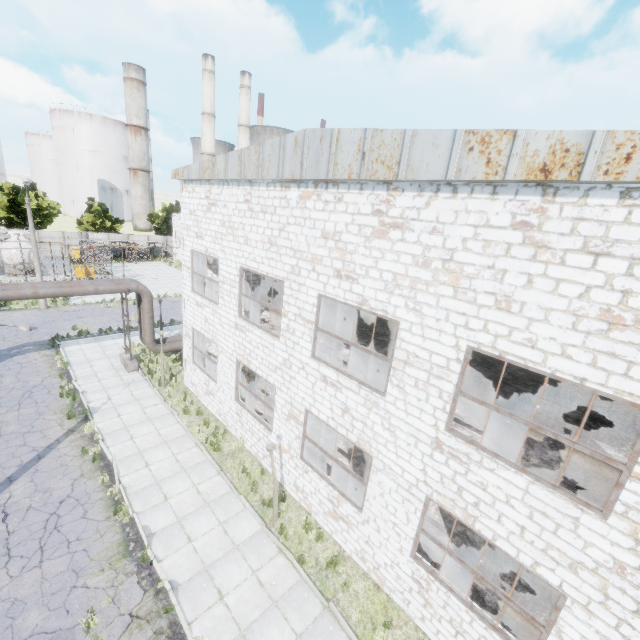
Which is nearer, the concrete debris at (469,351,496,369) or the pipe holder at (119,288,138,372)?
the concrete debris at (469,351,496,369)

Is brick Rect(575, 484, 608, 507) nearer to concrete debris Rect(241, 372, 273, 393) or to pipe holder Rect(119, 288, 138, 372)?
concrete debris Rect(241, 372, 273, 393)

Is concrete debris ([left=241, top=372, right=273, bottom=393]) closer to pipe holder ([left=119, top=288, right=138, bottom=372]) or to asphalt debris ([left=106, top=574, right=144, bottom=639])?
pipe holder ([left=119, top=288, right=138, bottom=372])

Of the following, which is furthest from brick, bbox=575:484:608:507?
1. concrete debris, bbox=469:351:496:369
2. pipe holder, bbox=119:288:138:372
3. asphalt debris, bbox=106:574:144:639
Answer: pipe holder, bbox=119:288:138:372

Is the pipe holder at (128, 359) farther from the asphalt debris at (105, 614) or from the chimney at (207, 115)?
the chimney at (207, 115)

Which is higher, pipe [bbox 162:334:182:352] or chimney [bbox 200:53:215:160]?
chimney [bbox 200:53:215:160]

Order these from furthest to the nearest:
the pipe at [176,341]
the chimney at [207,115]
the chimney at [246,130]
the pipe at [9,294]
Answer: the chimney at [246,130] → the chimney at [207,115] → the pipe at [176,341] → the pipe at [9,294]

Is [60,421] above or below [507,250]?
below
